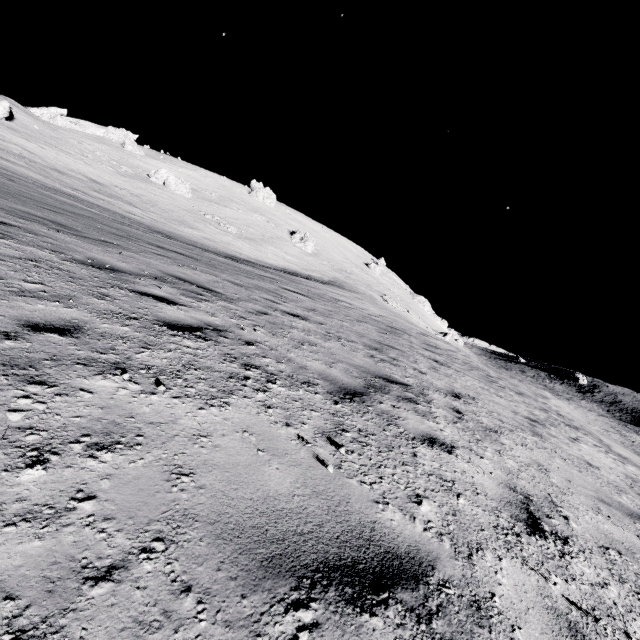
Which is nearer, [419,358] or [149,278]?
[149,278]

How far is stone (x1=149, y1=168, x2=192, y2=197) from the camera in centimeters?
5144cm

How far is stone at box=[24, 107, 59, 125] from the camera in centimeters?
5632cm

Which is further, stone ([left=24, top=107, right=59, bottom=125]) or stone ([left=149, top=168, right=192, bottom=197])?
stone ([left=24, top=107, right=59, bottom=125])

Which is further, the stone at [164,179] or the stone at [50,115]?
the stone at [50,115]

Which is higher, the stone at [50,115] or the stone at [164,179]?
the stone at [50,115]

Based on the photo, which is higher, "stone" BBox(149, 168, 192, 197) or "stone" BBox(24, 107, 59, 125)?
"stone" BBox(24, 107, 59, 125)
